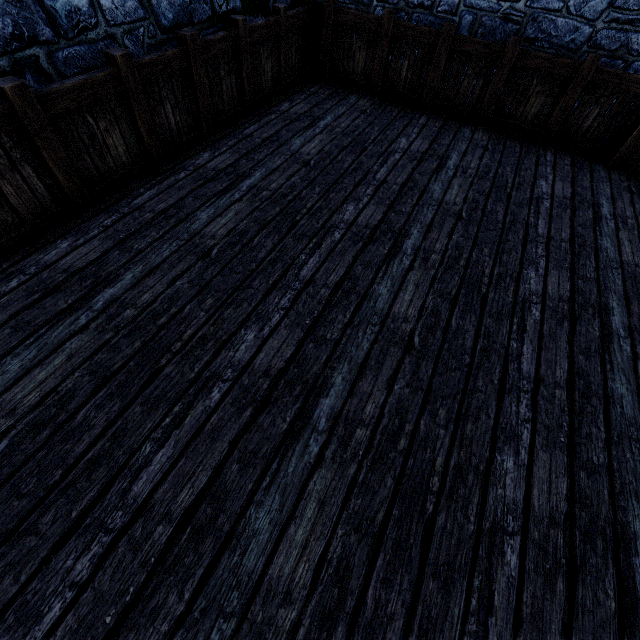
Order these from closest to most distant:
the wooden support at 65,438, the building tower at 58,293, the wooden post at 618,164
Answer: the wooden support at 65,438, the building tower at 58,293, the wooden post at 618,164

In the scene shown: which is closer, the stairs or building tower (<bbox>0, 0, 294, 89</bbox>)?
the stairs

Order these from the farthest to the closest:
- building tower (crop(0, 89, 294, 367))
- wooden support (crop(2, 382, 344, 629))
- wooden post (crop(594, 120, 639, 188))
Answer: wooden post (crop(594, 120, 639, 188))
building tower (crop(0, 89, 294, 367))
wooden support (crop(2, 382, 344, 629))

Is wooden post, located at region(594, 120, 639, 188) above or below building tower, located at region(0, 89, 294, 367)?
above

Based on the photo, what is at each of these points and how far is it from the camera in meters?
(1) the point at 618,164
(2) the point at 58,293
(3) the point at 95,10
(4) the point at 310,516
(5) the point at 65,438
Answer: (1) wooden post, 4.7 m
(2) building tower, 2.6 m
(3) building tower, 2.9 m
(4) stairs, 1.8 m
(5) wooden support, 2.0 m

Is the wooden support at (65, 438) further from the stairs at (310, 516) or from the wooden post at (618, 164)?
the wooden post at (618, 164)

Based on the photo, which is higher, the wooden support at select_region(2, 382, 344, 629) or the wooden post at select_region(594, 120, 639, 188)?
the wooden post at select_region(594, 120, 639, 188)

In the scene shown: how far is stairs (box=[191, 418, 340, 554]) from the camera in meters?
1.8
